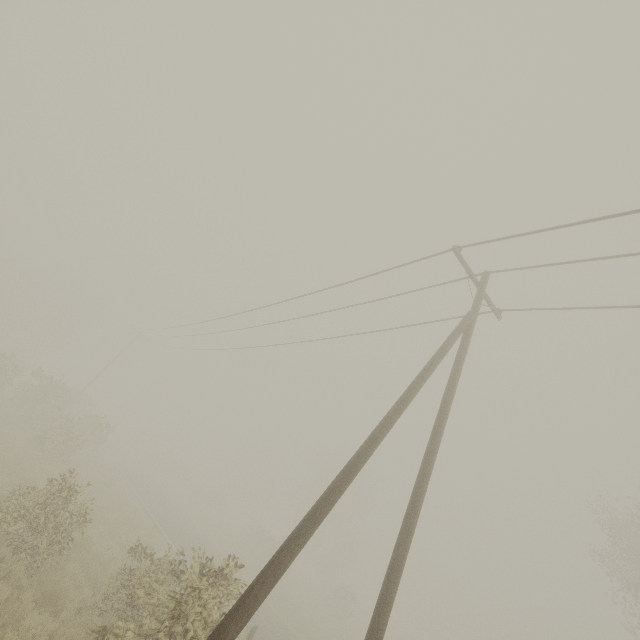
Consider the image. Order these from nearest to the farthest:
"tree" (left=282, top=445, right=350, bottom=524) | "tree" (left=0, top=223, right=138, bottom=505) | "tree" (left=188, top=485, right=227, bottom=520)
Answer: "tree" (left=0, top=223, right=138, bottom=505), "tree" (left=188, top=485, right=227, bottom=520), "tree" (left=282, top=445, right=350, bottom=524)

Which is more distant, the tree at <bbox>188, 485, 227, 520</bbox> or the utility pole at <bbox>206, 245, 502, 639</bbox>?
the tree at <bbox>188, 485, 227, 520</bbox>

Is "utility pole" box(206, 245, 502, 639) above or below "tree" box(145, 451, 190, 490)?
above

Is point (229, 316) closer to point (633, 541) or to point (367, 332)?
point (367, 332)

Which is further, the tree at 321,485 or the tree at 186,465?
the tree at 321,485

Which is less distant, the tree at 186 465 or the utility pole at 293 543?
the utility pole at 293 543

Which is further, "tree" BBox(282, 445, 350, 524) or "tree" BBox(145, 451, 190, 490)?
"tree" BBox(282, 445, 350, 524)
